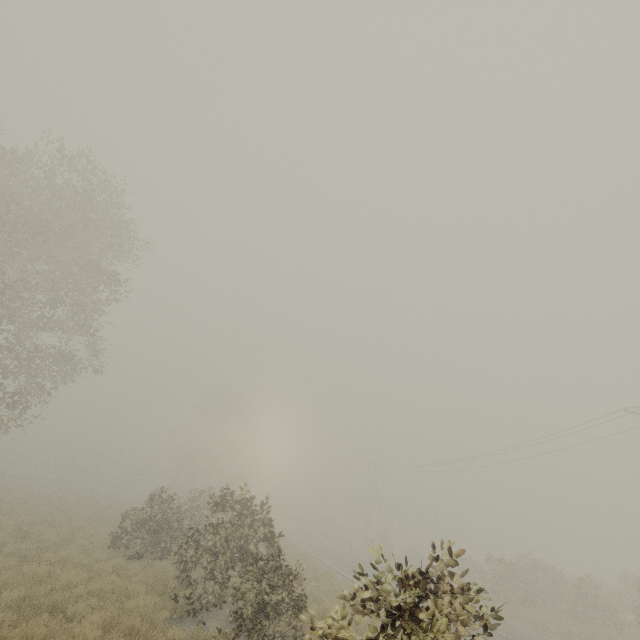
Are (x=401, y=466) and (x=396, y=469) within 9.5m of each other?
yes
